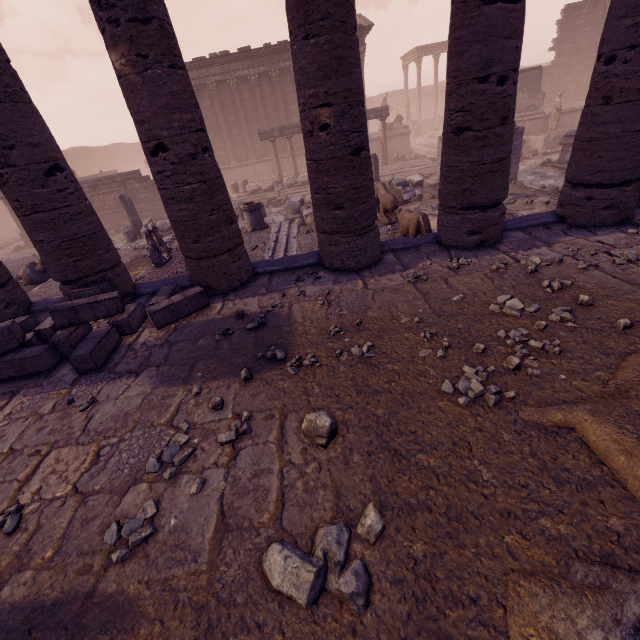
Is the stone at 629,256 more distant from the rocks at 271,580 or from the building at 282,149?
the building at 282,149

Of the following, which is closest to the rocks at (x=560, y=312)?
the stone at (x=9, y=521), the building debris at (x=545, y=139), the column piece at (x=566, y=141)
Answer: the stone at (x=9, y=521)

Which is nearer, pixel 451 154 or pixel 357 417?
pixel 357 417

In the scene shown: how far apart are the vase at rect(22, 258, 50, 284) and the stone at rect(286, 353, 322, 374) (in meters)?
10.26

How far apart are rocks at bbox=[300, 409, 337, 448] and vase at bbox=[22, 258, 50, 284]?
11.5 meters

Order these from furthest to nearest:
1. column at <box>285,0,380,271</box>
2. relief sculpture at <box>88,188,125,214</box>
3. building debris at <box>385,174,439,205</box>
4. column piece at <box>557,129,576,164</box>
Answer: relief sculpture at <box>88,188,125,214</box>, column piece at <box>557,129,576,164</box>, building debris at <box>385,174,439,205</box>, column at <box>285,0,380,271</box>

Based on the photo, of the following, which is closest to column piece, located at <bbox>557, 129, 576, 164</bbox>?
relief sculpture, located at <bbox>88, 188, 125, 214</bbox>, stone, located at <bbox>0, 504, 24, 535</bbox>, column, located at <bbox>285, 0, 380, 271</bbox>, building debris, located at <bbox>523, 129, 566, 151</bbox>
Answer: building debris, located at <bbox>523, 129, 566, 151</bbox>

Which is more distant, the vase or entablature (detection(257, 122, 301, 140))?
entablature (detection(257, 122, 301, 140))
